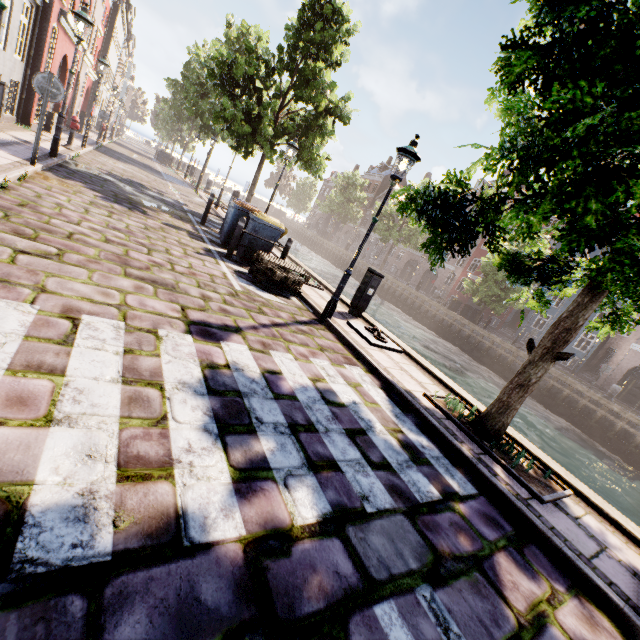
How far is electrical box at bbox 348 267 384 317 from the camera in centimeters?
809cm

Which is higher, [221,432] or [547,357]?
[547,357]

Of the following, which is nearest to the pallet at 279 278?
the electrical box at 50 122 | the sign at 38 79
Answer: the sign at 38 79

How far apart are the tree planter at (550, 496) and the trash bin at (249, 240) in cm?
564

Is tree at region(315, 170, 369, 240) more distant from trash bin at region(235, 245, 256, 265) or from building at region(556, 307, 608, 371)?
trash bin at region(235, 245, 256, 265)

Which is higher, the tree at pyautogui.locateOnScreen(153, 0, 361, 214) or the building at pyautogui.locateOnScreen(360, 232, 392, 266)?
the tree at pyautogui.locateOnScreen(153, 0, 361, 214)

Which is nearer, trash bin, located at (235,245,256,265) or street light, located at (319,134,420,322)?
street light, located at (319,134,420,322)

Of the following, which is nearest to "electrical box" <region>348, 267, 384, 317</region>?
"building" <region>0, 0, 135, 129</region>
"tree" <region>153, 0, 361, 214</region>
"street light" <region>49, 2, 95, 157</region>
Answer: "tree" <region>153, 0, 361, 214</region>
